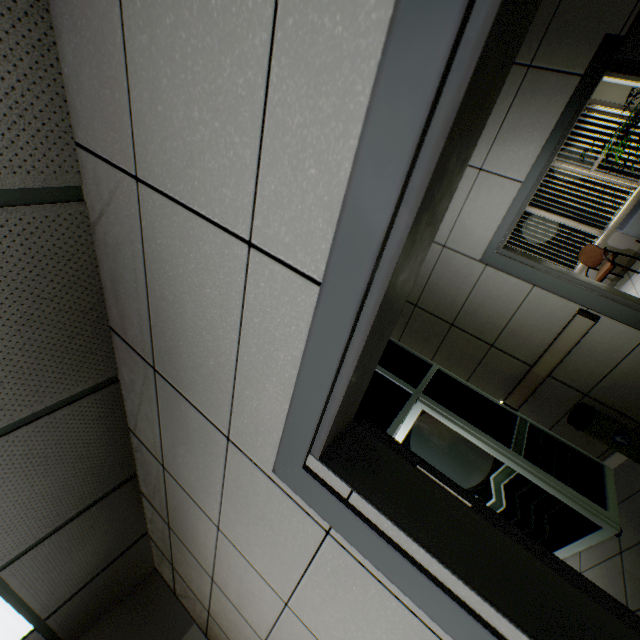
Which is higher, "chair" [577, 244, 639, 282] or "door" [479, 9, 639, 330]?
"door" [479, 9, 639, 330]

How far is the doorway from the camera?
3.1 meters

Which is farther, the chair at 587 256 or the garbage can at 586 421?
the chair at 587 256

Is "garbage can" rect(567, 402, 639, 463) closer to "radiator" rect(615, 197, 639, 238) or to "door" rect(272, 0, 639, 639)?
"door" rect(272, 0, 639, 639)

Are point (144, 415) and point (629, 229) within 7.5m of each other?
no

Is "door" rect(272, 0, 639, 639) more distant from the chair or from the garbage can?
the chair

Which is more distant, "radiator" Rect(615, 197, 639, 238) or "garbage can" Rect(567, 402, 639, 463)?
"radiator" Rect(615, 197, 639, 238)

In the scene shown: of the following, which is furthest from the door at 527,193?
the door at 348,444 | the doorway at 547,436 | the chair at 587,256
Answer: the chair at 587,256
